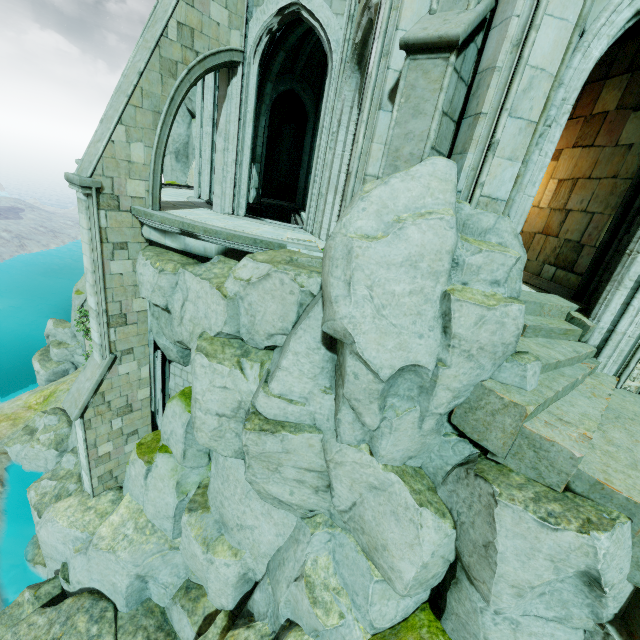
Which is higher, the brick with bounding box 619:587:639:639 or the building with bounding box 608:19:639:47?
the building with bounding box 608:19:639:47

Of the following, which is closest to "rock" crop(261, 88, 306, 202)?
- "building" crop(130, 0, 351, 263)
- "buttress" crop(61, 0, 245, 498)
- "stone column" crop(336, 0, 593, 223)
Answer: "building" crop(130, 0, 351, 263)

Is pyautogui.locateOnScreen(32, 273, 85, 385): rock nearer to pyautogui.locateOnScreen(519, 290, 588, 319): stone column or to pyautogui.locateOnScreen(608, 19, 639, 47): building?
pyautogui.locateOnScreen(608, 19, 639, 47): building

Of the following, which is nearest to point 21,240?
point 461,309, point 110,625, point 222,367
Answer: point 110,625

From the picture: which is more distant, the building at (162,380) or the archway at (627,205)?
the building at (162,380)

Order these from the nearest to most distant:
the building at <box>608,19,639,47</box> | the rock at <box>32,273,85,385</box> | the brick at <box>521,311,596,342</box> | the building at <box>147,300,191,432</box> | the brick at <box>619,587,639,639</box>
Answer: the brick at <box>619,587,639,639</box> → the brick at <box>521,311,596,342</box> → the building at <box>608,19,639,47</box> → the building at <box>147,300,191,432</box> → the rock at <box>32,273,85,385</box>

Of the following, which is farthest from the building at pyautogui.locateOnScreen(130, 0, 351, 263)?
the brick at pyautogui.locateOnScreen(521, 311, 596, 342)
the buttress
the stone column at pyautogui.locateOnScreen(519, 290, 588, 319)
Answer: the brick at pyautogui.locateOnScreen(521, 311, 596, 342)

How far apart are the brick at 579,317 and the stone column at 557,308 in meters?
0.0
